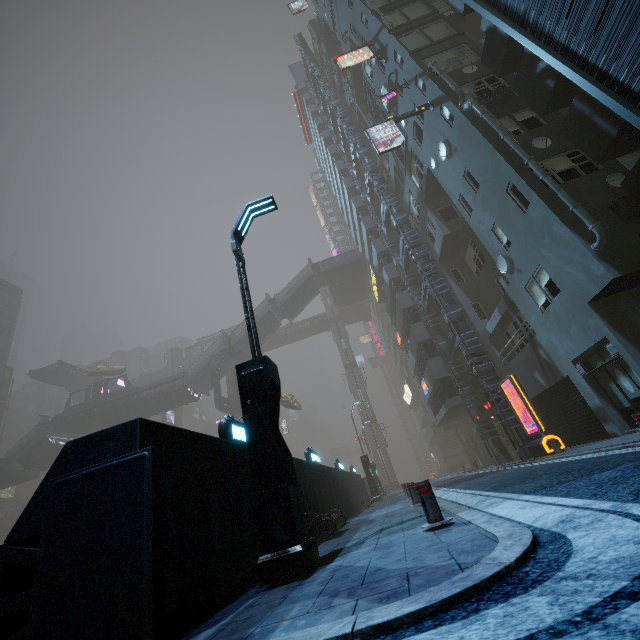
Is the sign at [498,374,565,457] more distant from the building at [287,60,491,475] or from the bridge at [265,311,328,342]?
the bridge at [265,311,328,342]

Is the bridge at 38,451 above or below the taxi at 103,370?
below

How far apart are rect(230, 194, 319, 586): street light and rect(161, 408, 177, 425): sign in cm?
A: 5132

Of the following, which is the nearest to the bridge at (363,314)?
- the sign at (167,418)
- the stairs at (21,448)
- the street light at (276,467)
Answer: → the sign at (167,418)

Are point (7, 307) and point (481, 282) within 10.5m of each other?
no

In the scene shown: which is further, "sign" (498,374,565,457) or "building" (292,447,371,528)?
"sign" (498,374,565,457)

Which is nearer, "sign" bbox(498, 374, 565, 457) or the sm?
"sign" bbox(498, 374, 565, 457)

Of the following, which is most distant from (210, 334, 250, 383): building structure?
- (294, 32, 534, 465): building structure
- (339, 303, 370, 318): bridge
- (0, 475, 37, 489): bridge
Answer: (0, 475, 37, 489): bridge
